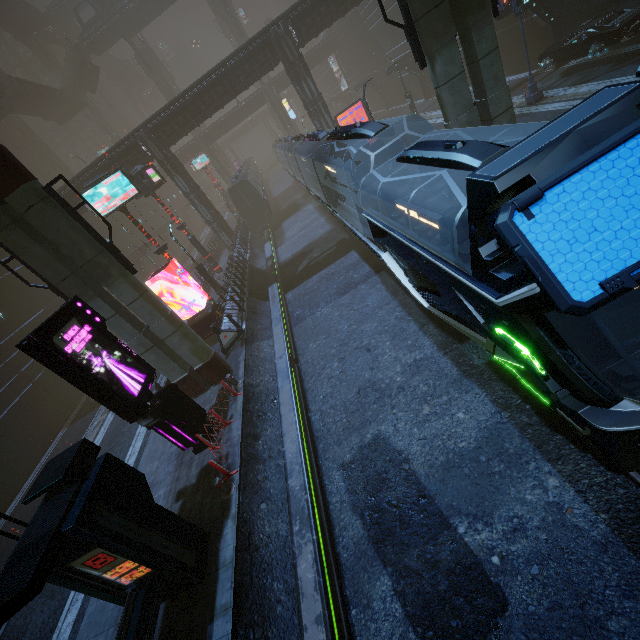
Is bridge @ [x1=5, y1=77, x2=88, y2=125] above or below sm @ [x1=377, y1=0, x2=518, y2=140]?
above

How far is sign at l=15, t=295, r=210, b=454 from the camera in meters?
8.0 m

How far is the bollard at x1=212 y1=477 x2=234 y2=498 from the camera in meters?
8.7

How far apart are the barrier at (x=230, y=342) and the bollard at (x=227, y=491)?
7.1 meters

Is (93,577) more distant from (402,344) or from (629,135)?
(629,135)

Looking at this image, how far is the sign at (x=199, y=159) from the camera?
45.6m

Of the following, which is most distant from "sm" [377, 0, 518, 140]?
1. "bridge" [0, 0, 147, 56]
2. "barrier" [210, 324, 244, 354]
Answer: "barrier" [210, 324, 244, 354]

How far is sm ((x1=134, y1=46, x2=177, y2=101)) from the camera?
53.4m
